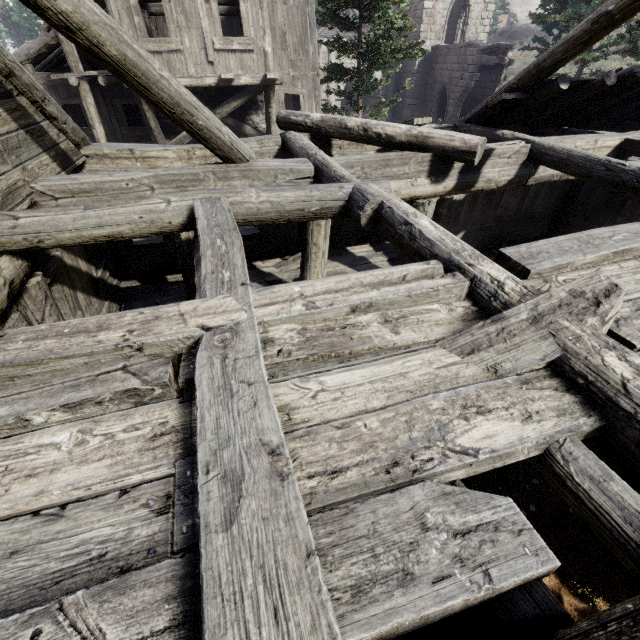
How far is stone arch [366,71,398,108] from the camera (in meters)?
27.57

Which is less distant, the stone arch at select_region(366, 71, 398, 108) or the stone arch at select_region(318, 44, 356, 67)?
the stone arch at select_region(318, 44, 356, 67)

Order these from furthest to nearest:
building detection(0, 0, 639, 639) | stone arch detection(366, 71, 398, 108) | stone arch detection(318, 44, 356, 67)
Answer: stone arch detection(366, 71, 398, 108) → stone arch detection(318, 44, 356, 67) → building detection(0, 0, 639, 639)

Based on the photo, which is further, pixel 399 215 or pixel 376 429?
pixel 399 215

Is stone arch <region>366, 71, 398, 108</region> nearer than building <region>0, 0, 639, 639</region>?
No

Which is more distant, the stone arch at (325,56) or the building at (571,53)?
the stone arch at (325,56)

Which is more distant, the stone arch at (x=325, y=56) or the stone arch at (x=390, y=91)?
the stone arch at (x=390, y=91)
